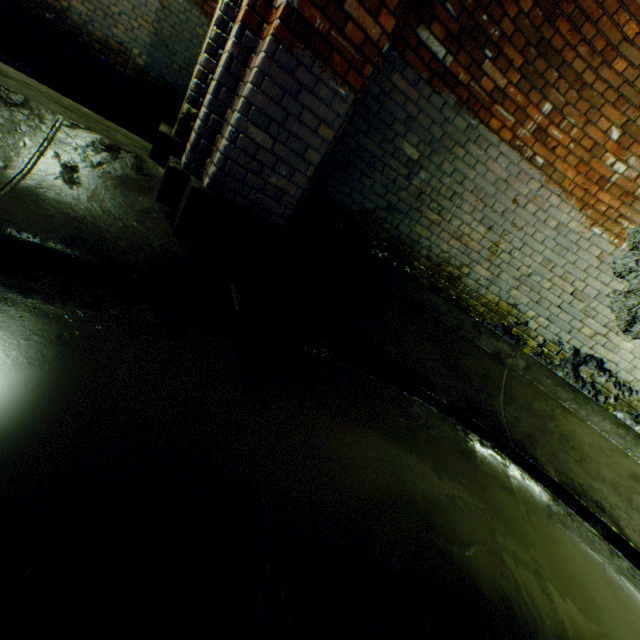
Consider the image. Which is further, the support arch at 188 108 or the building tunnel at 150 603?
the support arch at 188 108

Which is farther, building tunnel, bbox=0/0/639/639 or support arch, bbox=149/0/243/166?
support arch, bbox=149/0/243/166

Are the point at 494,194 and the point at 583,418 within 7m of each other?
yes

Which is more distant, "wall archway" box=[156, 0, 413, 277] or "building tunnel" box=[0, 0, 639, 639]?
"wall archway" box=[156, 0, 413, 277]

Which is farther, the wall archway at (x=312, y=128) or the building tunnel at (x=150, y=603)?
the wall archway at (x=312, y=128)
